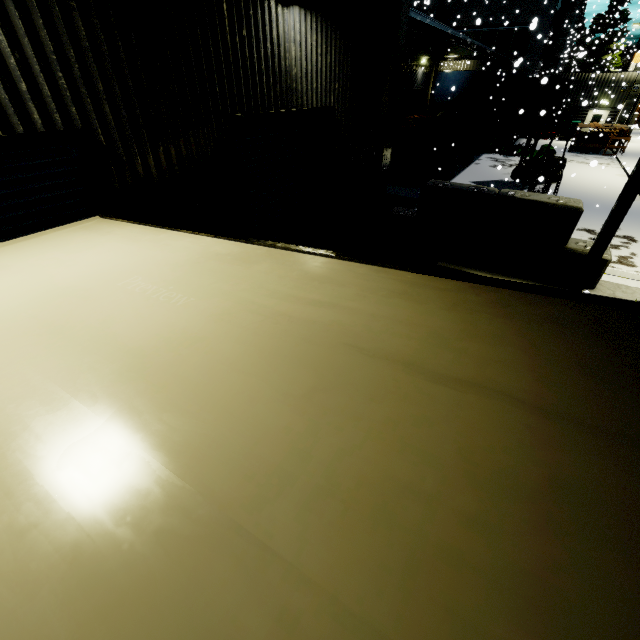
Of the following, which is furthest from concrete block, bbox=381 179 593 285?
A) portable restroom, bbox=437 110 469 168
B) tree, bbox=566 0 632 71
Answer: tree, bbox=566 0 632 71

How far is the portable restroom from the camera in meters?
17.9 m

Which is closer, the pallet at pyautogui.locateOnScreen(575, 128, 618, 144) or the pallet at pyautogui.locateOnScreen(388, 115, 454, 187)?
the pallet at pyautogui.locateOnScreen(388, 115, 454, 187)

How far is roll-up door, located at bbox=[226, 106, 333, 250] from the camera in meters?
5.3

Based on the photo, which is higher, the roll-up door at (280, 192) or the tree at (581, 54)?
the tree at (581, 54)

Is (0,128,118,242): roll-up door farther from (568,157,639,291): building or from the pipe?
the pipe

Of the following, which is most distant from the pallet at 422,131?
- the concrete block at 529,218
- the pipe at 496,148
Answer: the pipe at 496,148

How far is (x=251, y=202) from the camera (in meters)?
5.82
